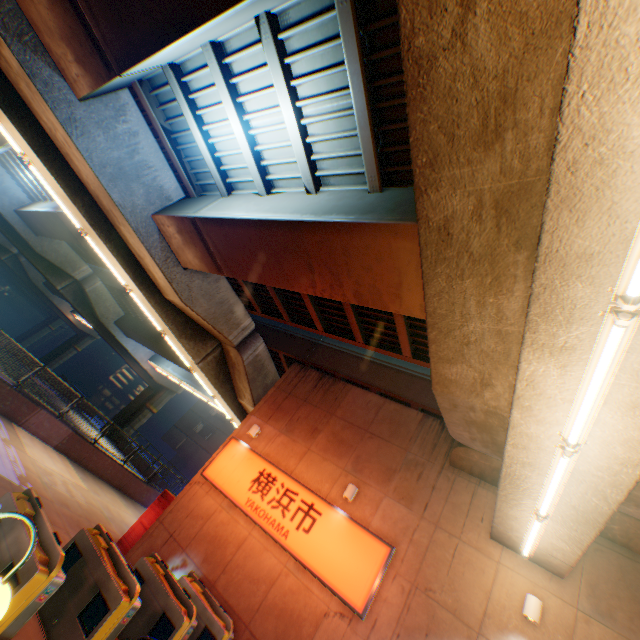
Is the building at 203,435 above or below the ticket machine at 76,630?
above

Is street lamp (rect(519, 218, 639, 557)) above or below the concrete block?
above

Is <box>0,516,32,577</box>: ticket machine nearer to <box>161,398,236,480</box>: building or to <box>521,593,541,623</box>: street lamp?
<box>521,593,541,623</box>: street lamp

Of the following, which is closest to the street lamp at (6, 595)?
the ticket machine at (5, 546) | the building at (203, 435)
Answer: the ticket machine at (5, 546)

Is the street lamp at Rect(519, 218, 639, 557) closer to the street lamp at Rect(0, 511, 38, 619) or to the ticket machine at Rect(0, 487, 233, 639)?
the street lamp at Rect(0, 511, 38, 619)

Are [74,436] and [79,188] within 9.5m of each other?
no

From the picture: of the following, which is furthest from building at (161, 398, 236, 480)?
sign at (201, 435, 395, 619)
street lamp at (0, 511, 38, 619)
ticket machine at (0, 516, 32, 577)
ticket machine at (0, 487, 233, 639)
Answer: street lamp at (0, 511, 38, 619)

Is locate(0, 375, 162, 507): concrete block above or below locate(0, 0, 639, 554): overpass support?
below
